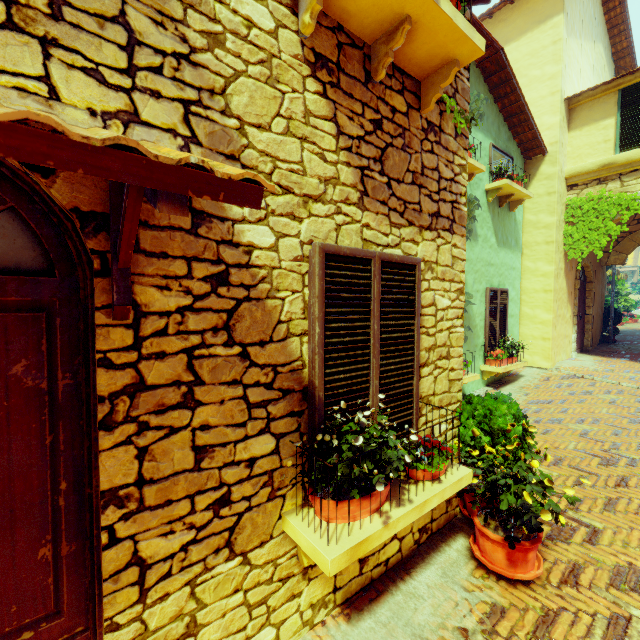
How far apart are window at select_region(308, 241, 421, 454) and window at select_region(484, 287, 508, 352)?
5.6m

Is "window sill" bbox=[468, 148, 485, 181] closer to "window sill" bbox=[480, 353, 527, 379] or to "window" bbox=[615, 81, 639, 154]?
"window" bbox=[615, 81, 639, 154]

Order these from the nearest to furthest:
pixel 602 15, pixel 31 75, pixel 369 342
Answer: pixel 31 75, pixel 369 342, pixel 602 15

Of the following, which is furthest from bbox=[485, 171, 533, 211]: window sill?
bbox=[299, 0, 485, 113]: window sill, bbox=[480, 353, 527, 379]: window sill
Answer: bbox=[299, 0, 485, 113]: window sill

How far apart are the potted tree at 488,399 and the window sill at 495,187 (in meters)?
5.51

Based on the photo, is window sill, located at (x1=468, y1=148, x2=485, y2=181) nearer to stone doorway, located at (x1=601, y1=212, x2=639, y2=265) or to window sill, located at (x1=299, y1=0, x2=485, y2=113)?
window sill, located at (x1=299, y1=0, x2=485, y2=113)

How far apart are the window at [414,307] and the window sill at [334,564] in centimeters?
7cm

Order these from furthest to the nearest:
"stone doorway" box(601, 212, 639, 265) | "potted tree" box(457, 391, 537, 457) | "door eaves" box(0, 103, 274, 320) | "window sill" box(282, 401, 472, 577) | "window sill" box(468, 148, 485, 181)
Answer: "stone doorway" box(601, 212, 639, 265), "window sill" box(468, 148, 485, 181), "potted tree" box(457, 391, 537, 457), "window sill" box(282, 401, 472, 577), "door eaves" box(0, 103, 274, 320)
